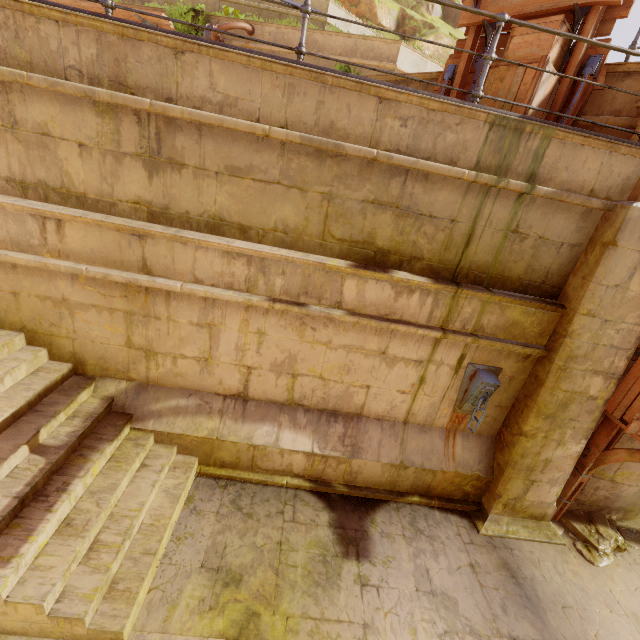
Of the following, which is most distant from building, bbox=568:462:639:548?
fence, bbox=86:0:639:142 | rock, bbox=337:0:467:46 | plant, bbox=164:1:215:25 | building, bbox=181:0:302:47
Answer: rock, bbox=337:0:467:46

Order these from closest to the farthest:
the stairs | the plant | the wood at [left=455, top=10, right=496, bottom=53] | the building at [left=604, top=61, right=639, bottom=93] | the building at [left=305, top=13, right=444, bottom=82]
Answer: the stairs, the building at [left=604, top=61, right=639, bottom=93], the wood at [left=455, top=10, right=496, bottom=53], the building at [left=305, top=13, right=444, bottom=82], the plant

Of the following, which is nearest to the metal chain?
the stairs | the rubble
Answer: the rubble

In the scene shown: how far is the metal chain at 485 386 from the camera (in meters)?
4.86

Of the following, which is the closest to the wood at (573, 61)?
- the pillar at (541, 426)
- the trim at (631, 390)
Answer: the pillar at (541, 426)

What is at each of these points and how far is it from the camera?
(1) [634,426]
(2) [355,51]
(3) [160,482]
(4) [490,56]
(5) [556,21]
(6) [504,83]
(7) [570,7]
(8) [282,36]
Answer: (1) wood, 4.6 meters
(2) building, 8.7 meters
(3) stairs, 4.7 meters
(4) fence, 3.7 meters
(5) crate, 4.2 meters
(6) crate, 4.6 meters
(7) wood, 4.4 meters
(8) building, 9.0 meters

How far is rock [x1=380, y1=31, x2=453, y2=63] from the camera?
15.3 meters

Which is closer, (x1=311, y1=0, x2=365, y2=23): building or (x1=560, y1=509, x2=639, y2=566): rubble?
(x1=560, y1=509, x2=639, y2=566): rubble
